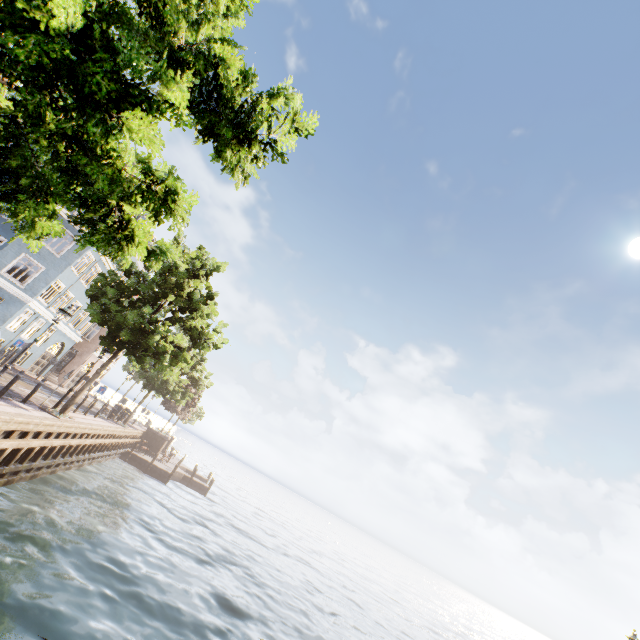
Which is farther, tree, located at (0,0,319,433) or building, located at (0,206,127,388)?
building, located at (0,206,127,388)

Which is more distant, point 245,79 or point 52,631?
point 52,631

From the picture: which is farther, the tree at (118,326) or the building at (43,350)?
the building at (43,350)
